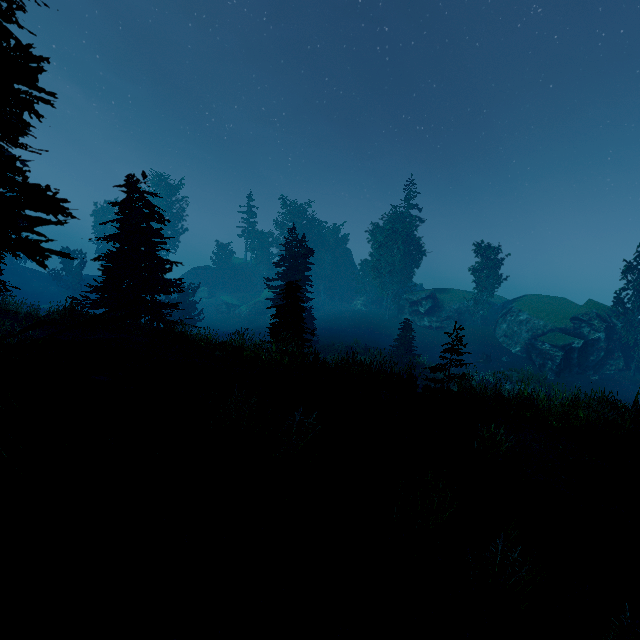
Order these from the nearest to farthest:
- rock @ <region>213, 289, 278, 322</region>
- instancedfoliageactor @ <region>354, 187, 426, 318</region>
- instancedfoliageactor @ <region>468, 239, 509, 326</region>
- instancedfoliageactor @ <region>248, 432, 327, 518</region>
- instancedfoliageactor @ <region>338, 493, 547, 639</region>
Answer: instancedfoliageactor @ <region>338, 493, 547, 639</region>, instancedfoliageactor @ <region>248, 432, 327, 518</region>, instancedfoliageactor @ <region>468, 239, 509, 326</region>, instancedfoliageactor @ <region>354, 187, 426, 318</region>, rock @ <region>213, 289, 278, 322</region>

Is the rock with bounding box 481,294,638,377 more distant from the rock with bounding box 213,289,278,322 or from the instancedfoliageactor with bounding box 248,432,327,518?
the rock with bounding box 213,289,278,322

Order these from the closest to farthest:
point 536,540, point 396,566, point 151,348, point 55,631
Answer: point 55,631, point 396,566, point 536,540, point 151,348

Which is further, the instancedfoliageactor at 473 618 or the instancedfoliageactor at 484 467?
the instancedfoliageactor at 484 467

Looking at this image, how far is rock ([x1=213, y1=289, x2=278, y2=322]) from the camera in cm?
5447

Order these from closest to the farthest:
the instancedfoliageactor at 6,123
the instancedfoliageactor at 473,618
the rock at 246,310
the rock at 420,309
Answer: the instancedfoliageactor at 6,123 < the instancedfoliageactor at 473,618 < the rock at 420,309 < the rock at 246,310

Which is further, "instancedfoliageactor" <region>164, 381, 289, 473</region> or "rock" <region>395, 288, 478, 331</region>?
"rock" <region>395, 288, 478, 331</region>

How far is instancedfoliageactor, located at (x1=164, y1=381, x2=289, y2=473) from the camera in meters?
4.1
